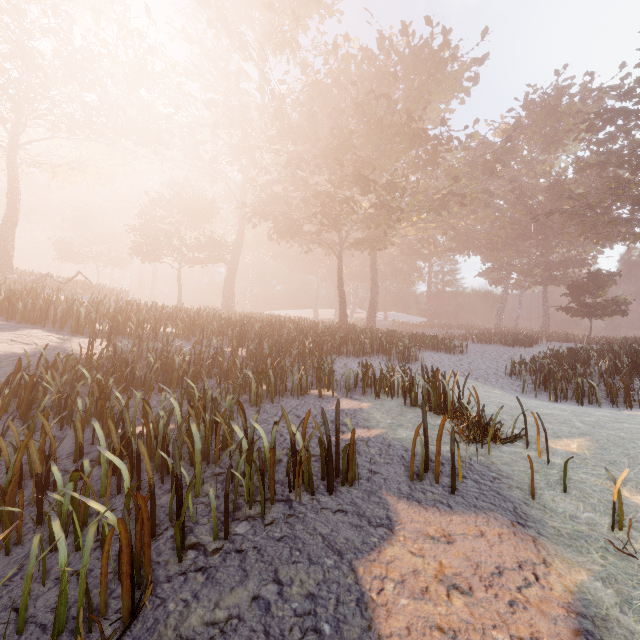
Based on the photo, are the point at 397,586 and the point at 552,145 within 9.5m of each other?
no
